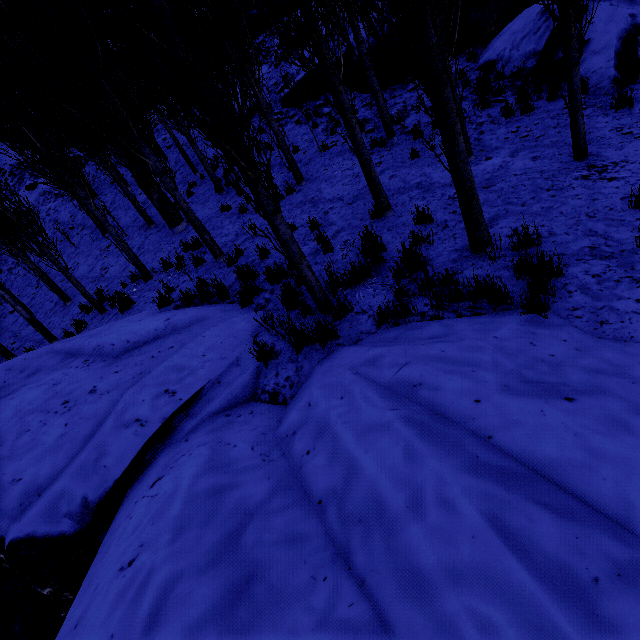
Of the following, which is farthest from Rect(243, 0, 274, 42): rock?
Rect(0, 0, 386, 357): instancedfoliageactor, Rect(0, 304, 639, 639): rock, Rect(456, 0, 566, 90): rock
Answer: Rect(0, 304, 639, 639): rock

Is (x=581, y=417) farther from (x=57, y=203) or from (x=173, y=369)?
(x=57, y=203)

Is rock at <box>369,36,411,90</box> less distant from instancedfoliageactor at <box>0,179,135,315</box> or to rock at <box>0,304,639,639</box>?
instancedfoliageactor at <box>0,179,135,315</box>

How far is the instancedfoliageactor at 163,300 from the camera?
6.89m

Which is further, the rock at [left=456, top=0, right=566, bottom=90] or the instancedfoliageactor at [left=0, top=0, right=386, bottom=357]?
the rock at [left=456, top=0, right=566, bottom=90]

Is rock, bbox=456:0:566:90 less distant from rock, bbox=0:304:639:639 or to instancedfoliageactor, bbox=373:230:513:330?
instancedfoliageactor, bbox=373:230:513:330

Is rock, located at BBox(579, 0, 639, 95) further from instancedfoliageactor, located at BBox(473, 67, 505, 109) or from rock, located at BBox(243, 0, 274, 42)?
rock, located at BBox(243, 0, 274, 42)
